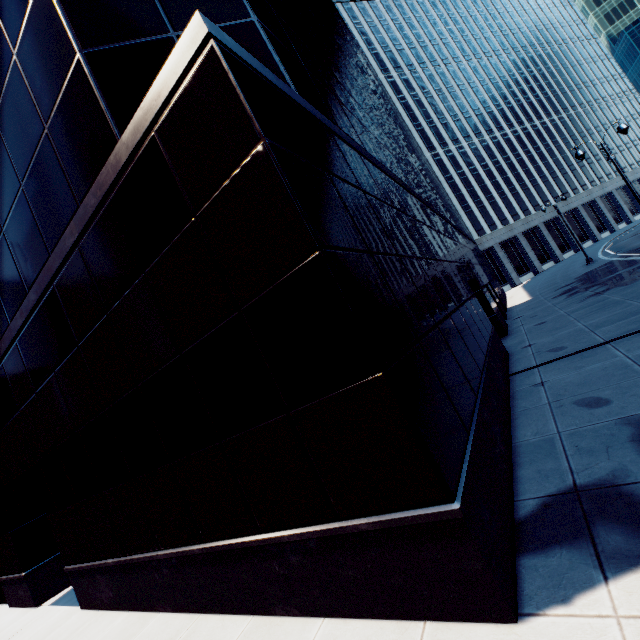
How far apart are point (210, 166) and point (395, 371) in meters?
3.9
